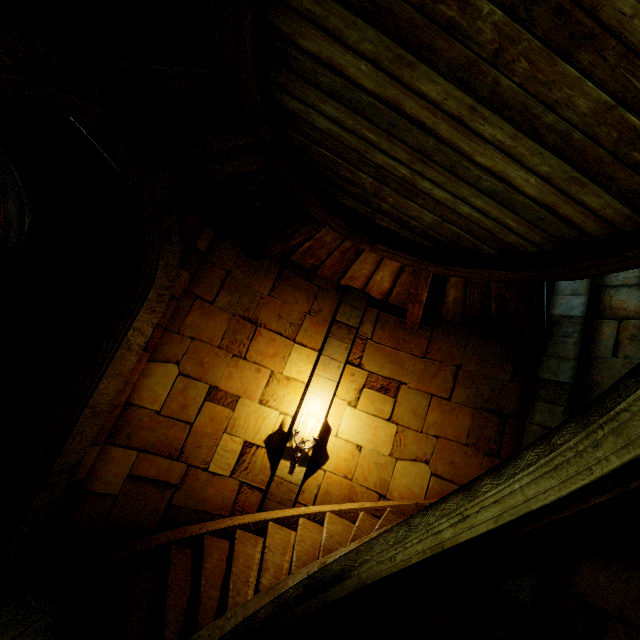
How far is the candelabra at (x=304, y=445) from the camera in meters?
5.4 m

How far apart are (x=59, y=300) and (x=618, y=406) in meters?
7.4 m

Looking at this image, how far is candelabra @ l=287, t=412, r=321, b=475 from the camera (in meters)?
5.42
